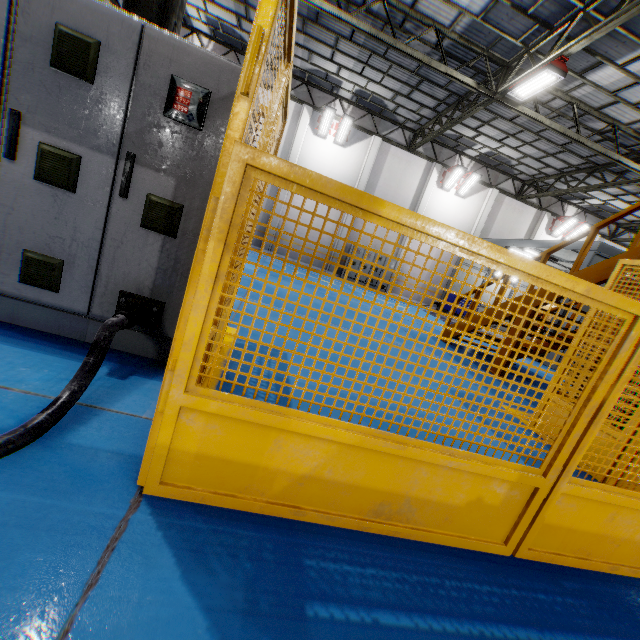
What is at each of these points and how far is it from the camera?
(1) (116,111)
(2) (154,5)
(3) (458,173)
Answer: (1) cabinet, 2.08m
(2) metal pole, 3.23m
(3) light, 18.16m

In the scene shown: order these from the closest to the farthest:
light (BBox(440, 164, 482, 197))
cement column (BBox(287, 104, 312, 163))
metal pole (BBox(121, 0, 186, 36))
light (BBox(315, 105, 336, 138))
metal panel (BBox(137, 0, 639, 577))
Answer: metal panel (BBox(137, 0, 639, 577))
metal pole (BBox(121, 0, 186, 36))
light (BBox(315, 105, 336, 138))
cement column (BBox(287, 104, 312, 163))
light (BBox(440, 164, 482, 197))

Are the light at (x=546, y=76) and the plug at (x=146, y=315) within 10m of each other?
no

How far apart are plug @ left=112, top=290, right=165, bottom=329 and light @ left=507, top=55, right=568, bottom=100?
11.5m

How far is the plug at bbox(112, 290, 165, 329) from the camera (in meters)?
2.15

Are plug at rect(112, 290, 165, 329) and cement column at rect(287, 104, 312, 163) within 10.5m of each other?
no

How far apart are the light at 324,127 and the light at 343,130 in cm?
13

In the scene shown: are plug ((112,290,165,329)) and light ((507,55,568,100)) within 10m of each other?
no
